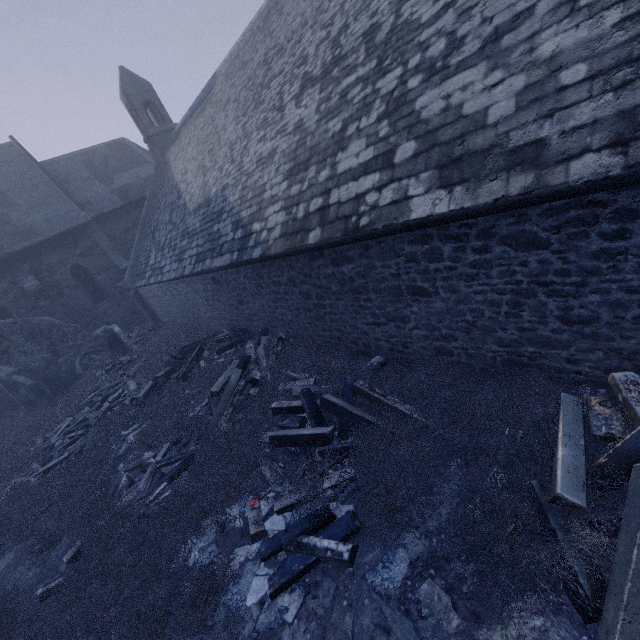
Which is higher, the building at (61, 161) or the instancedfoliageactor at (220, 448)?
the building at (61, 161)

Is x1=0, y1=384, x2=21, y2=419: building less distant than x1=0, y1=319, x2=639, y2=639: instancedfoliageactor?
No

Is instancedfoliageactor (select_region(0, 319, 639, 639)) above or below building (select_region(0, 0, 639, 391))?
below

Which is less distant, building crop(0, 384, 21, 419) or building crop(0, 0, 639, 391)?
building crop(0, 0, 639, 391)

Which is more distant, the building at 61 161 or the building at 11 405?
the building at 11 405

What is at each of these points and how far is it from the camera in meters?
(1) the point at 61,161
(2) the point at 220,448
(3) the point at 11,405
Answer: (1) building, 21.2 m
(2) instancedfoliageactor, 5.9 m
(3) building, 16.3 m
